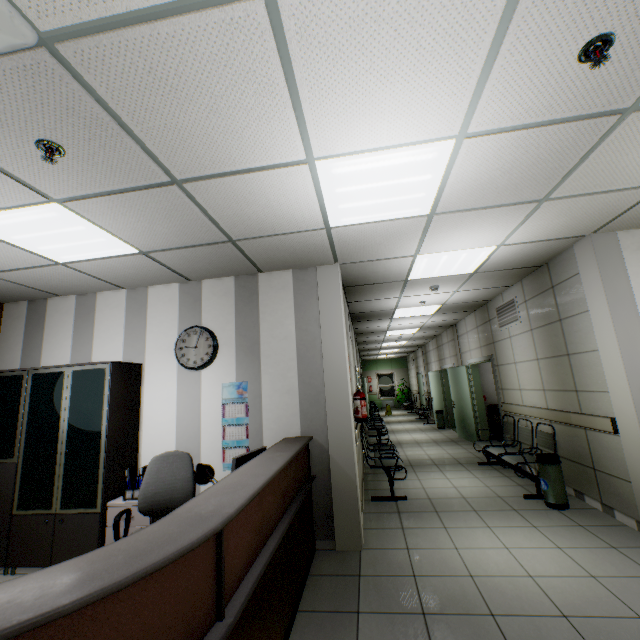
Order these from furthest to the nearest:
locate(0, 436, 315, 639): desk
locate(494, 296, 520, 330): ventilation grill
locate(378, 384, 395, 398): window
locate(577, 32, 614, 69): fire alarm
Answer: locate(378, 384, 395, 398): window
locate(494, 296, 520, 330): ventilation grill
locate(577, 32, 614, 69): fire alarm
locate(0, 436, 315, 639): desk

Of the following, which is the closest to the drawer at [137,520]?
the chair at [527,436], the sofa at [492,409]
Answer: the chair at [527,436]

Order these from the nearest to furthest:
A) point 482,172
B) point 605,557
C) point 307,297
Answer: point 482,172 < point 605,557 < point 307,297

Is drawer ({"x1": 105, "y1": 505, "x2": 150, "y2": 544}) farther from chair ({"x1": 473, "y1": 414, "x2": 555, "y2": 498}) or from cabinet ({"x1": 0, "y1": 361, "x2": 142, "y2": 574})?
chair ({"x1": 473, "y1": 414, "x2": 555, "y2": 498})

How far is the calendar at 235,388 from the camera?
3.9 meters

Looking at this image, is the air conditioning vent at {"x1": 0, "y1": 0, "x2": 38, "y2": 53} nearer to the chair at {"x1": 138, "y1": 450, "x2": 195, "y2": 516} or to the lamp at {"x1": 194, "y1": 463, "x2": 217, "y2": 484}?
the lamp at {"x1": 194, "y1": 463, "x2": 217, "y2": 484}

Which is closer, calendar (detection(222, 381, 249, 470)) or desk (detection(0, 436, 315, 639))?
desk (detection(0, 436, 315, 639))

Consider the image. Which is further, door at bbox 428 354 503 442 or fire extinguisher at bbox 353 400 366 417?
door at bbox 428 354 503 442
